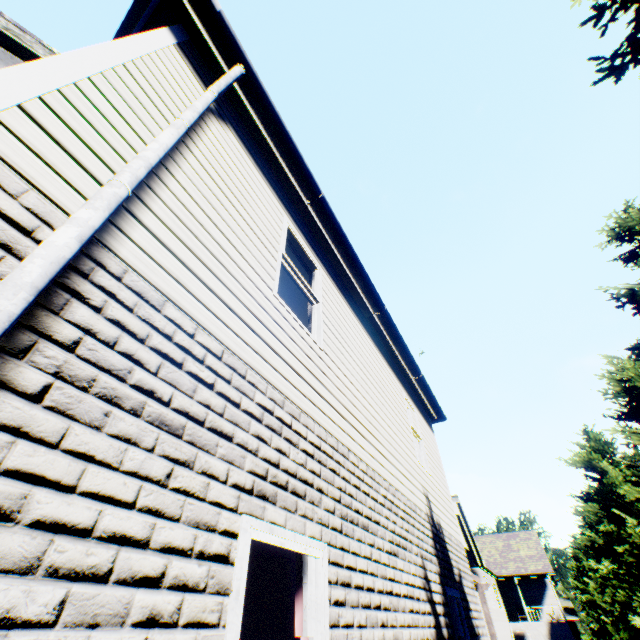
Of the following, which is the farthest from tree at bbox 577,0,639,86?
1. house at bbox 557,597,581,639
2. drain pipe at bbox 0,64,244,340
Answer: drain pipe at bbox 0,64,244,340

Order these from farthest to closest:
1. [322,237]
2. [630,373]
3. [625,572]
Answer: [625,572]
[630,373]
[322,237]

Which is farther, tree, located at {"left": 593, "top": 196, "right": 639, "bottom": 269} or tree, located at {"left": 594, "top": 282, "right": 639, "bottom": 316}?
tree, located at {"left": 593, "top": 196, "right": 639, "bottom": 269}

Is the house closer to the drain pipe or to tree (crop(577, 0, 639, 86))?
tree (crop(577, 0, 639, 86))

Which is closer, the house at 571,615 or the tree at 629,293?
the tree at 629,293

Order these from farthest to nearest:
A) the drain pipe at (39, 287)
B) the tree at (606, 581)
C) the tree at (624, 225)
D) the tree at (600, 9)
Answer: the tree at (606, 581)
the tree at (624, 225)
the tree at (600, 9)
the drain pipe at (39, 287)

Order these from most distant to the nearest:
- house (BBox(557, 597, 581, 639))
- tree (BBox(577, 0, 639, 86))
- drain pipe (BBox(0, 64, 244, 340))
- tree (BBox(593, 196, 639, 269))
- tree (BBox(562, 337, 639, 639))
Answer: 1. house (BBox(557, 597, 581, 639))
2. tree (BBox(562, 337, 639, 639))
3. tree (BBox(593, 196, 639, 269))
4. tree (BBox(577, 0, 639, 86))
5. drain pipe (BBox(0, 64, 244, 340))
